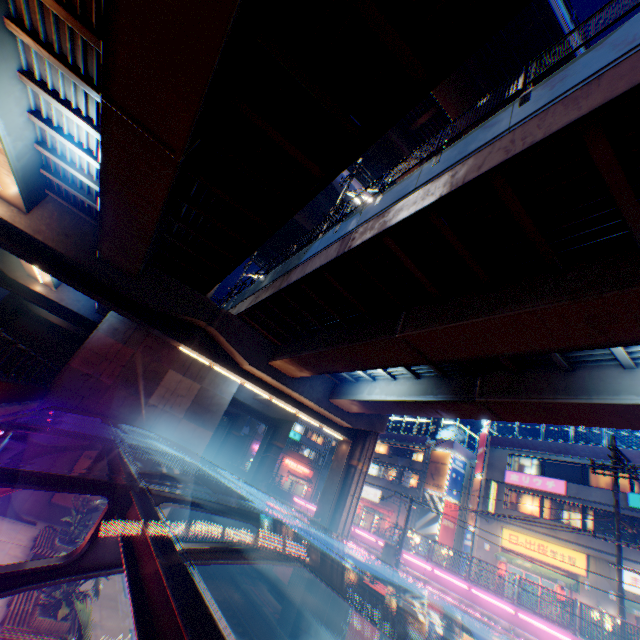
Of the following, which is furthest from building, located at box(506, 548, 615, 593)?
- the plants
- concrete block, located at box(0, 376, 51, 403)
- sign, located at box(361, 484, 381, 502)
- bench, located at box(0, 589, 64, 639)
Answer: concrete block, located at box(0, 376, 51, 403)

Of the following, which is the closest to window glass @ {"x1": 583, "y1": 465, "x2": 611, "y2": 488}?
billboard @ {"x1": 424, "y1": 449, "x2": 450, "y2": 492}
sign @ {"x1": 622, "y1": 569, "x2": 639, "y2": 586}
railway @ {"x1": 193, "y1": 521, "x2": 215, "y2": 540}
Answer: sign @ {"x1": 622, "y1": 569, "x2": 639, "y2": 586}

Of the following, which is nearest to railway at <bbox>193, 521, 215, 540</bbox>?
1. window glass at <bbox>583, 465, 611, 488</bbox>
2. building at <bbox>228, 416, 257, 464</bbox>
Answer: building at <bbox>228, 416, 257, 464</bbox>

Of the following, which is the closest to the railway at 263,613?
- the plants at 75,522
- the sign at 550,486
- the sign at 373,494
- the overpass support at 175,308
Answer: the overpass support at 175,308

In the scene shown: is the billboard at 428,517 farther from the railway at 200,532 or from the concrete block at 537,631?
the railway at 200,532

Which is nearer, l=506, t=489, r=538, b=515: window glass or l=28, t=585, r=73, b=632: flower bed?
l=28, t=585, r=73, b=632: flower bed

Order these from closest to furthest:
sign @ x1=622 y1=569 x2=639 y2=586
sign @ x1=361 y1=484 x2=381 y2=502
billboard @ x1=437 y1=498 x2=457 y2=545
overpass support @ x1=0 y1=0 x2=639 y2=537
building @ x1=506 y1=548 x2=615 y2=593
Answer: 1. overpass support @ x1=0 y1=0 x2=639 y2=537
2. sign @ x1=622 y1=569 x2=639 y2=586
3. building @ x1=506 y1=548 x2=615 y2=593
4. billboard @ x1=437 y1=498 x2=457 y2=545
5. sign @ x1=361 y1=484 x2=381 y2=502

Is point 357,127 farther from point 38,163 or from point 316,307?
point 38,163
